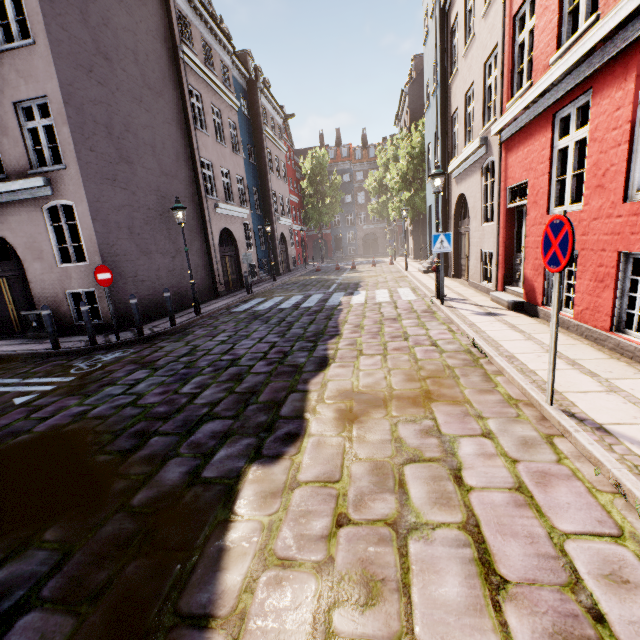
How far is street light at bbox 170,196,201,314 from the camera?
10.3m

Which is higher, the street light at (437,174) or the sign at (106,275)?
the street light at (437,174)

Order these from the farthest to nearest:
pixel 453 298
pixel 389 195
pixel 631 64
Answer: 1. pixel 389 195
2. pixel 453 298
3. pixel 631 64

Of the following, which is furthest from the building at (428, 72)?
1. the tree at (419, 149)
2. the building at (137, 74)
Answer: the building at (137, 74)

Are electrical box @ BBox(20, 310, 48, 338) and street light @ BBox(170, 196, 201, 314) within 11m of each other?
yes

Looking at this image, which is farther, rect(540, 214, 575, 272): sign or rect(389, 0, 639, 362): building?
rect(389, 0, 639, 362): building

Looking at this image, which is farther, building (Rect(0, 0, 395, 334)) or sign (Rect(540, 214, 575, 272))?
building (Rect(0, 0, 395, 334))

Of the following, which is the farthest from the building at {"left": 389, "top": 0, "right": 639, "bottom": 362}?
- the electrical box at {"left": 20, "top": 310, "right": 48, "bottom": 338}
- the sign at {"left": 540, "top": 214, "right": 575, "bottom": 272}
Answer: the electrical box at {"left": 20, "top": 310, "right": 48, "bottom": 338}
